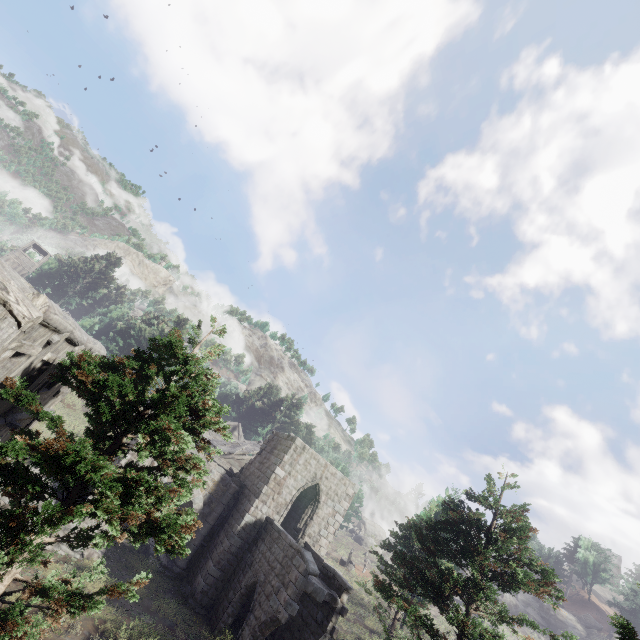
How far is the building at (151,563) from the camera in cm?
1716

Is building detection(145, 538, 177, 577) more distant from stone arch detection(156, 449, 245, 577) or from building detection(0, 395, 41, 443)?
building detection(0, 395, 41, 443)

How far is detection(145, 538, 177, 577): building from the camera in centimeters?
1716cm

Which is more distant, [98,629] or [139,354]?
[98,629]

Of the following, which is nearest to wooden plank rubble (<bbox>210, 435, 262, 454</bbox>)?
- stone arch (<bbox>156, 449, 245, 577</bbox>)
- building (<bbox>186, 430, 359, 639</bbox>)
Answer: building (<bbox>186, 430, 359, 639</bbox>)

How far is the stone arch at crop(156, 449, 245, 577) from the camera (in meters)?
18.48

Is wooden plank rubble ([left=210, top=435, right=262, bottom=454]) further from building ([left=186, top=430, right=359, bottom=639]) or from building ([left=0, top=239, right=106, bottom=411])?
building ([left=0, top=239, right=106, bottom=411])

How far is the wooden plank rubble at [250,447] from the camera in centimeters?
2925cm
